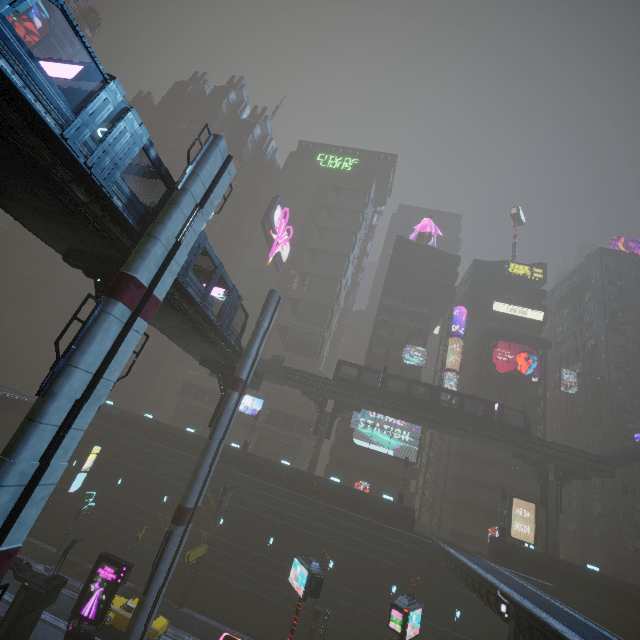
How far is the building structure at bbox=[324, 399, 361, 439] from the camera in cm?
3919

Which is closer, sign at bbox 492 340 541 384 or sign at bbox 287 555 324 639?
sign at bbox 287 555 324 639

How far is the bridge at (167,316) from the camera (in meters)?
16.88

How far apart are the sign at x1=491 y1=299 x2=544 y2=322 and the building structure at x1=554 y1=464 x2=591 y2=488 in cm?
2271

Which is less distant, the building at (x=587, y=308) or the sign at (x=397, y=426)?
the sign at (x=397, y=426)

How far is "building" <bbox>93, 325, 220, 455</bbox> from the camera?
37.31m

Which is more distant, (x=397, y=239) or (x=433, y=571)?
(x=397, y=239)

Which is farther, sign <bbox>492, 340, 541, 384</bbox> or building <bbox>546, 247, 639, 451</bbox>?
sign <bbox>492, 340, 541, 384</bbox>
